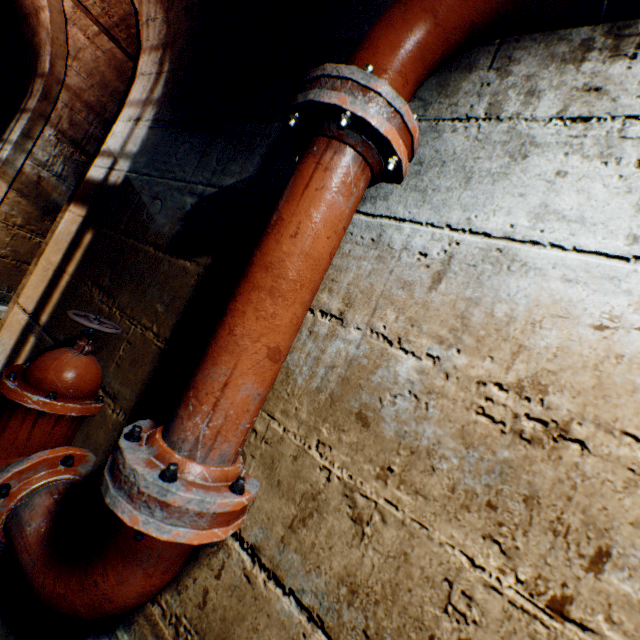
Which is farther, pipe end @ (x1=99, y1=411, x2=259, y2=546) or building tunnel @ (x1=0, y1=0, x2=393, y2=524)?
building tunnel @ (x1=0, y1=0, x2=393, y2=524)

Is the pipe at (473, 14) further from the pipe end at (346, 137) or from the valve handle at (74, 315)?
the valve handle at (74, 315)

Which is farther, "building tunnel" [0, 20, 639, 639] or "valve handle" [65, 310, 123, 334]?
"valve handle" [65, 310, 123, 334]

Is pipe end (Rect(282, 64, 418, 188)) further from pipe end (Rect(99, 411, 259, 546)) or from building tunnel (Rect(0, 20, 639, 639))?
pipe end (Rect(99, 411, 259, 546))

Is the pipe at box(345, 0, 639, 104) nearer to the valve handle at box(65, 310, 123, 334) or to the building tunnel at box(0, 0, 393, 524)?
the building tunnel at box(0, 0, 393, 524)

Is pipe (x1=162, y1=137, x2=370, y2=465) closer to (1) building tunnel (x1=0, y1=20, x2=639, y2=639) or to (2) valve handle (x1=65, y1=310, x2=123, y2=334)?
(1) building tunnel (x1=0, y1=20, x2=639, y2=639)

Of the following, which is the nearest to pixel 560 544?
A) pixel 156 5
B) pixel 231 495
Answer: pixel 231 495

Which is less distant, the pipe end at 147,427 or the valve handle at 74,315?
the pipe end at 147,427
